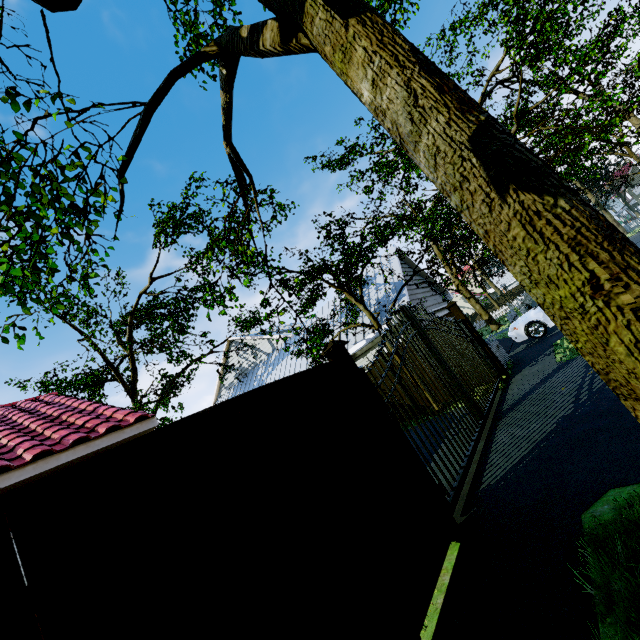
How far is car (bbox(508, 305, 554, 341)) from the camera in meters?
11.4 m

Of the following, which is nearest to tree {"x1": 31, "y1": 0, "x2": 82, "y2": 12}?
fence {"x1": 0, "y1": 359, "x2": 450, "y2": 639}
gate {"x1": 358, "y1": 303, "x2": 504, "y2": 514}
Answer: gate {"x1": 358, "y1": 303, "x2": 504, "y2": 514}

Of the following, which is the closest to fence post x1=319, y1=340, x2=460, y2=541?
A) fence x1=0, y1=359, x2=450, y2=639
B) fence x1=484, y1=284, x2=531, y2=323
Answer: fence x1=0, y1=359, x2=450, y2=639

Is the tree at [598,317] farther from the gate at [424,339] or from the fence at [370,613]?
the fence at [370,613]

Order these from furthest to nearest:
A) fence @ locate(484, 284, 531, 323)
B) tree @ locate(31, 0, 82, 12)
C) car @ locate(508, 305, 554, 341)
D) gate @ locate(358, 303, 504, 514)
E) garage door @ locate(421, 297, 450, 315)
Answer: fence @ locate(484, 284, 531, 323) < garage door @ locate(421, 297, 450, 315) < car @ locate(508, 305, 554, 341) < gate @ locate(358, 303, 504, 514) < tree @ locate(31, 0, 82, 12)

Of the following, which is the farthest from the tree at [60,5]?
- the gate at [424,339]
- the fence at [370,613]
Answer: the fence at [370,613]

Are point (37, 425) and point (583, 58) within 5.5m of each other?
no

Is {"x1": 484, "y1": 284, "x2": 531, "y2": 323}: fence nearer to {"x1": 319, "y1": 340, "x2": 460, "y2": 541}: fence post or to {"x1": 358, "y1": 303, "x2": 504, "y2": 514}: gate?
{"x1": 358, "y1": 303, "x2": 504, "y2": 514}: gate
